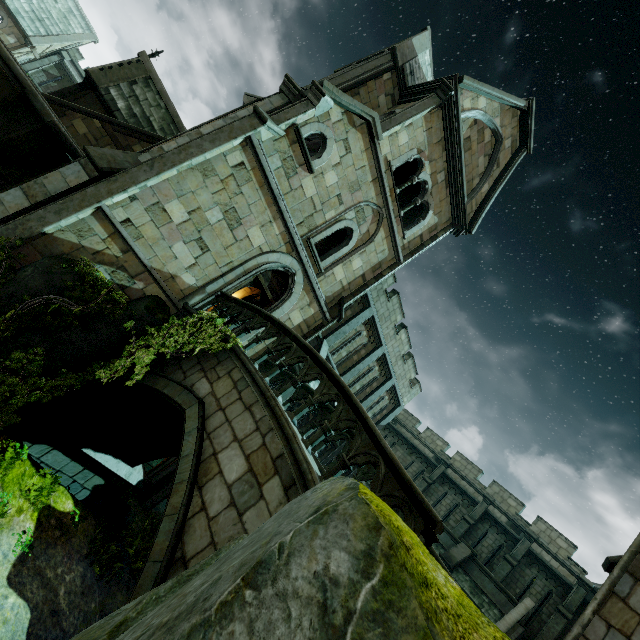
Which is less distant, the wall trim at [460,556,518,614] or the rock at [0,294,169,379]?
the rock at [0,294,169,379]

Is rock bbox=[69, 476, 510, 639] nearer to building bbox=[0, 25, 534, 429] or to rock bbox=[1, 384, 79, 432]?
building bbox=[0, 25, 534, 429]

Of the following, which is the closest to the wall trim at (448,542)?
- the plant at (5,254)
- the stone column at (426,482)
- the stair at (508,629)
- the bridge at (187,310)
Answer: the stair at (508,629)

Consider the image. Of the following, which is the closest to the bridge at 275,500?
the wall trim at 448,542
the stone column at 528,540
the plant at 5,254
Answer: the plant at 5,254

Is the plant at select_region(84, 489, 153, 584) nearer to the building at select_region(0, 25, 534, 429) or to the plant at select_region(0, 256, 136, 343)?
the building at select_region(0, 25, 534, 429)

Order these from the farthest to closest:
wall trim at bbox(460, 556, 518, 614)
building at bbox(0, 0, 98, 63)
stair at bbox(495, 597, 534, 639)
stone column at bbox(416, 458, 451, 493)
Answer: building at bbox(0, 0, 98, 63)
stone column at bbox(416, 458, 451, 493)
wall trim at bbox(460, 556, 518, 614)
stair at bbox(495, 597, 534, 639)

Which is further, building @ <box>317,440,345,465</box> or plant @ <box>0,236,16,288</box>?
building @ <box>317,440,345,465</box>

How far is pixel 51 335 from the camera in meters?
7.8
